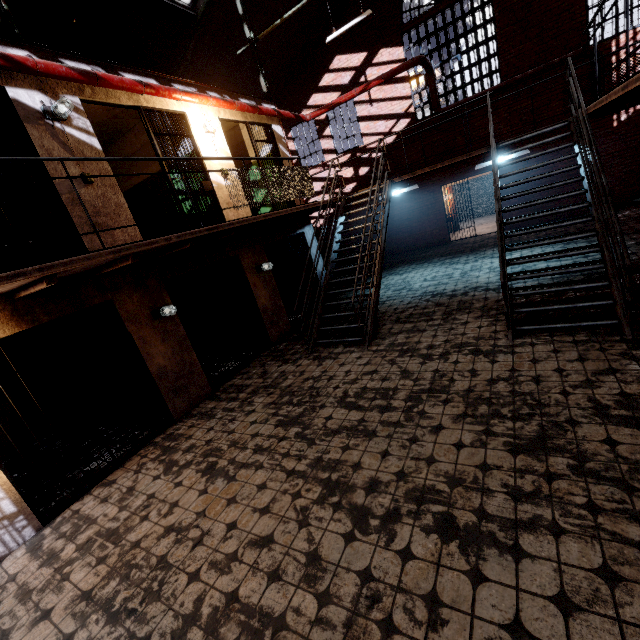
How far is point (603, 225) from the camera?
4.9m

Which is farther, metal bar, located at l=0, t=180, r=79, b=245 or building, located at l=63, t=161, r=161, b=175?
building, located at l=63, t=161, r=161, b=175

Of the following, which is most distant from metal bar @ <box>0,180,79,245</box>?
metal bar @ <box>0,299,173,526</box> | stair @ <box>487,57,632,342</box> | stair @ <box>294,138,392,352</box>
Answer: stair @ <box>487,57,632,342</box>

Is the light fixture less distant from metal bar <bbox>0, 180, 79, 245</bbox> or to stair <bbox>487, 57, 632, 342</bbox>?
metal bar <bbox>0, 180, 79, 245</bbox>

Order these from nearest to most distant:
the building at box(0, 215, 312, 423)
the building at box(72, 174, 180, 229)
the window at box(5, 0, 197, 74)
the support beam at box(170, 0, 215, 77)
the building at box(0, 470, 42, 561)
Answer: the building at box(0, 470, 42, 561), the building at box(0, 215, 312, 423), the building at box(72, 174, 180, 229), the window at box(5, 0, 197, 74), the support beam at box(170, 0, 215, 77)

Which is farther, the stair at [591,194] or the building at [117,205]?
the building at [117,205]

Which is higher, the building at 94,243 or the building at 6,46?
the building at 6,46

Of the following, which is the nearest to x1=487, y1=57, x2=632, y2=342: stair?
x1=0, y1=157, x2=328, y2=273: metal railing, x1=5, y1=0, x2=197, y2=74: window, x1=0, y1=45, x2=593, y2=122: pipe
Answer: x1=0, y1=157, x2=328, y2=273: metal railing
